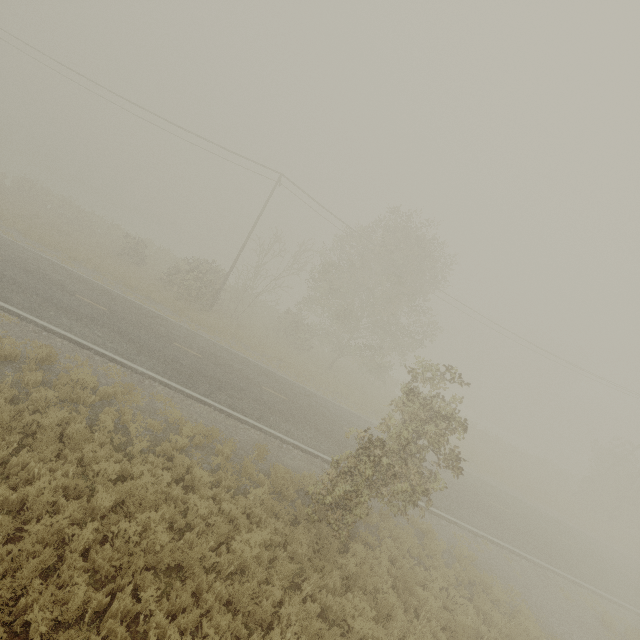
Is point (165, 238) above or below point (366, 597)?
below
